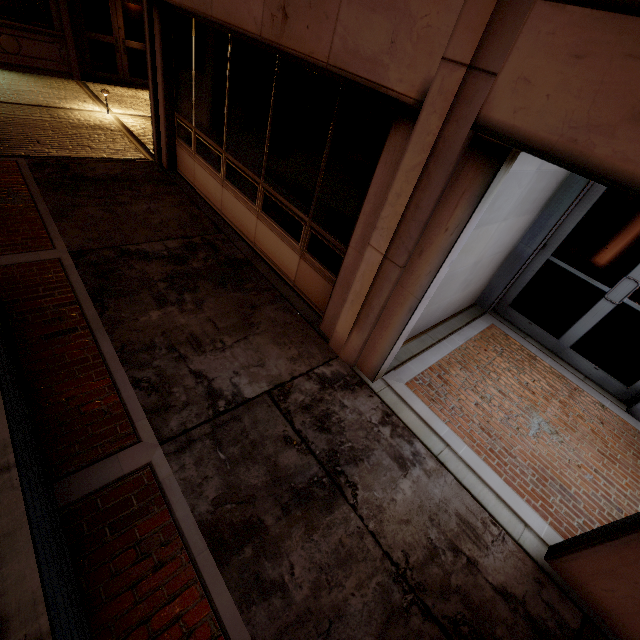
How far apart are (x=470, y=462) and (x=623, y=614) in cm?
160

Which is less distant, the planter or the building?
the planter

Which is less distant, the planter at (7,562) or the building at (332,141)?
the planter at (7,562)
